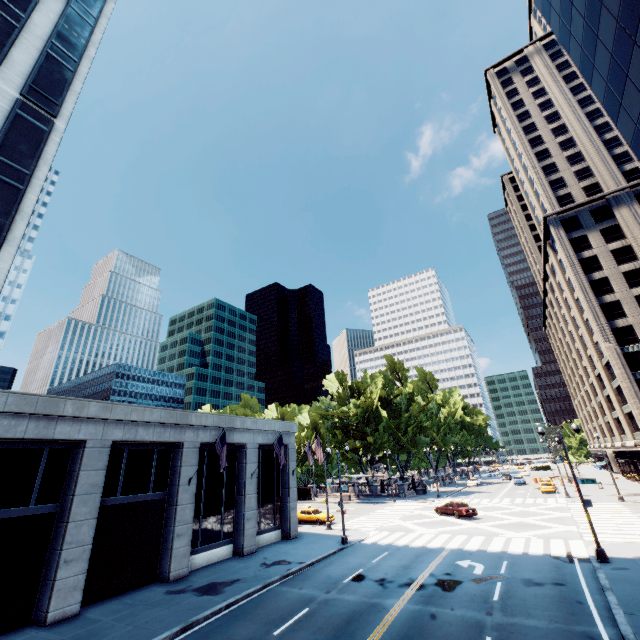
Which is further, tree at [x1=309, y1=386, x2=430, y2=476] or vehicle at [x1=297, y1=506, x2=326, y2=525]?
tree at [x1=309, y1=386, x2=430, y2=476]

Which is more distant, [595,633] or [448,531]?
[448,531]

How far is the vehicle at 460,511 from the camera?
32.1 meters

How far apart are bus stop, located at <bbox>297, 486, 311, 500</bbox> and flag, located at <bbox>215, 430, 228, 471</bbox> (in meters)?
40.86

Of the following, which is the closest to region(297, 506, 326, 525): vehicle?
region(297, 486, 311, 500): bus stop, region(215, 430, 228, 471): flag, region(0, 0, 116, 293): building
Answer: region(0, 0, 116, 293): building

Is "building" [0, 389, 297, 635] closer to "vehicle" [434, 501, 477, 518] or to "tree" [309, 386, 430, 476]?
"vehicle" [434, 501, 477, 518]

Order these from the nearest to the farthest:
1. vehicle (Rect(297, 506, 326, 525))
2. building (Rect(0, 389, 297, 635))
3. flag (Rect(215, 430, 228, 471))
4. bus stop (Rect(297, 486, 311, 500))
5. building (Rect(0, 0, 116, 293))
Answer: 1. building (Rect(0, 389, 297, 635))
2. building (Rect(0, 0, 116, 293))
3. flag (Rect(215, 430, 228, 471))
4. vehicle (Rect(297, 506, 326, 525))
5. bus stop (Rect(297, 486, 311, 500))

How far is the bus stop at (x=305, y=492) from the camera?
57.6 meters
